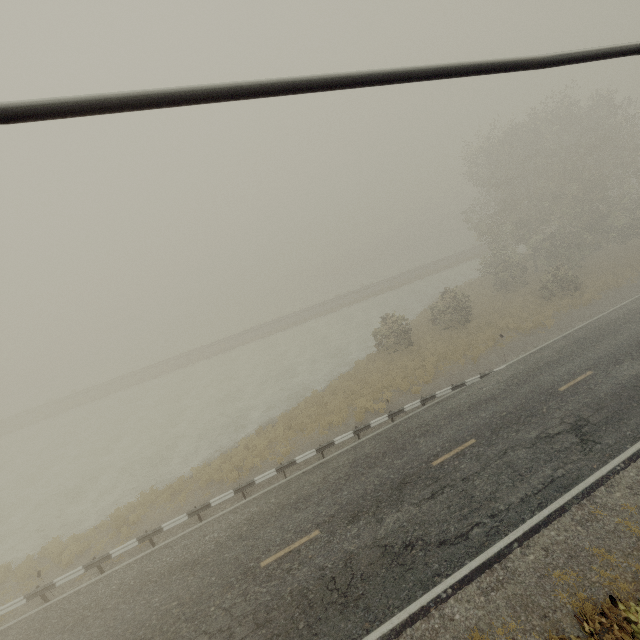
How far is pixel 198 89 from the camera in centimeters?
139cm
